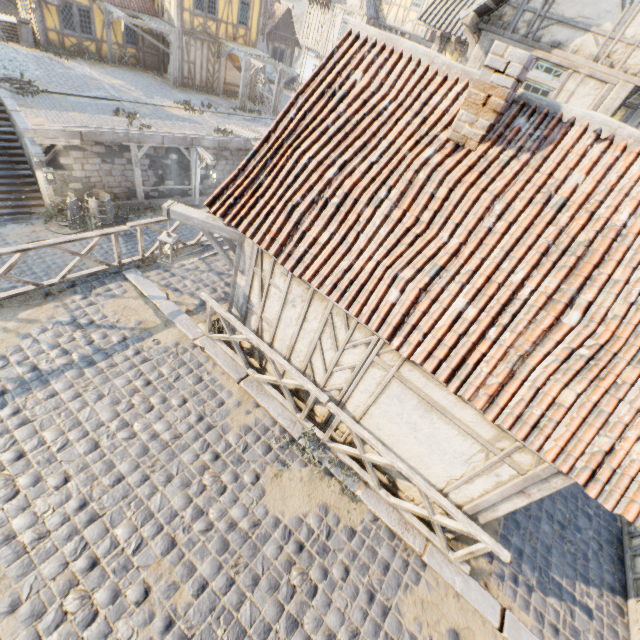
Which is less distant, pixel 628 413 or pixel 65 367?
pixel 628 413

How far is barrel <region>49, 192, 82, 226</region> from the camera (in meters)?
12.96

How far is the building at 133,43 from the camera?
19.8m

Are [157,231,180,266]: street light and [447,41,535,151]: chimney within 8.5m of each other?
yes

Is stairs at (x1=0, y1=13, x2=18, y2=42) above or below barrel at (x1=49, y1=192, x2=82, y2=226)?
above

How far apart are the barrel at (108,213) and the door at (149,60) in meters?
14.0 m

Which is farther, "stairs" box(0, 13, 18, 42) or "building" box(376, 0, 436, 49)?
"building" box(376, 0, 436, 49)

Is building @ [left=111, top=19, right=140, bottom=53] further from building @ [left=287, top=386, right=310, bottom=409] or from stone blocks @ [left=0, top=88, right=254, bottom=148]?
building @ [left=287, top=386, right=310, bottom=409]
